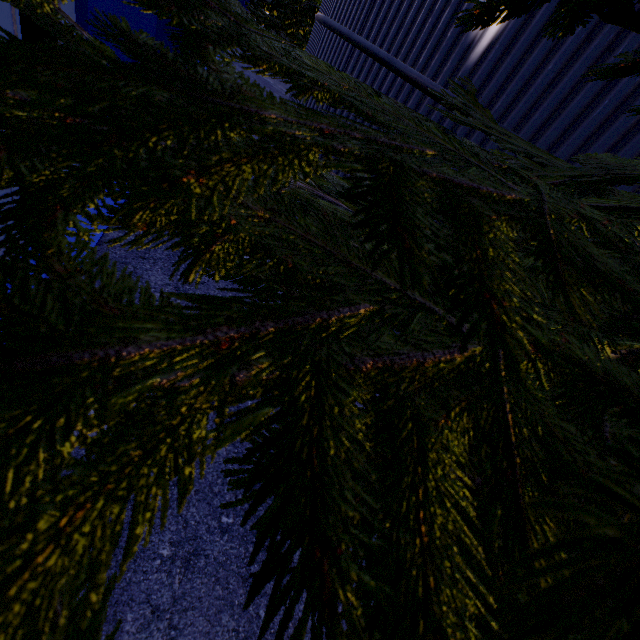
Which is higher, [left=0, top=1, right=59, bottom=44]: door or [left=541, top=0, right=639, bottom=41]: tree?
[left=541, top=0, right=639, bottom=41]: tree

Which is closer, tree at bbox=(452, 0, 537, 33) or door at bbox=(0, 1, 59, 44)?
tree at bbox=(452, 0, 537, 33)

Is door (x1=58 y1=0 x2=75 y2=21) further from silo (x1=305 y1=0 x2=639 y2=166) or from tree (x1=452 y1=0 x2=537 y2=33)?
silo (x1=305 y1=0 x2=639 y2=166)

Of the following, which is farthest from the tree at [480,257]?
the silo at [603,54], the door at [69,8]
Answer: the door at [69,8]

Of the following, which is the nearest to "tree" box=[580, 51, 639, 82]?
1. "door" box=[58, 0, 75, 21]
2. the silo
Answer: the silo

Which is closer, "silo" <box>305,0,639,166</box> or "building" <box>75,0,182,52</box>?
"silo" <box>305,0,639,166</box>

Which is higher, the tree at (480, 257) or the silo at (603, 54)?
the silo at (603, 54)

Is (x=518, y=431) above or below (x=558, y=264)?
below
